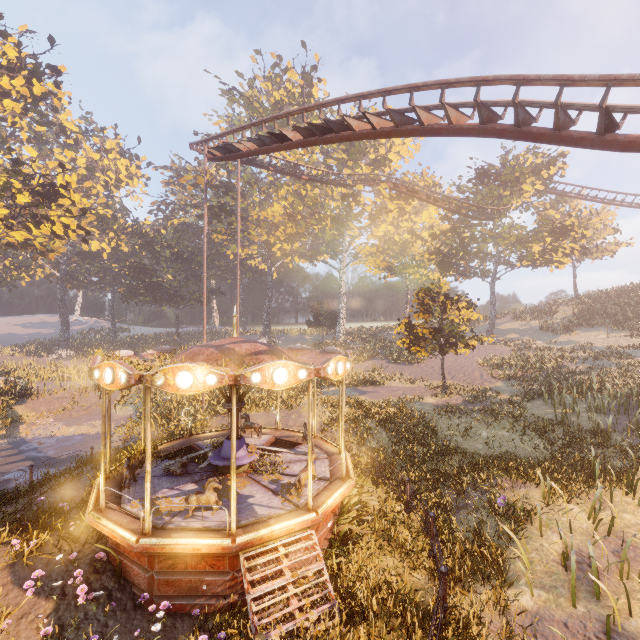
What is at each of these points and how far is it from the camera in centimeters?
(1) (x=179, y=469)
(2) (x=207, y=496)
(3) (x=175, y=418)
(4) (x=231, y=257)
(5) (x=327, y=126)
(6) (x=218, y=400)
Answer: A:
(1) horse, 998cm
(2) horse, 770cm
(3) instancedfoliageactor, 1797cm
(4) instancedfoliageactor, 5625cm
(5) roller coaster, 1283cm
(6) instancedfoliageactor, 1966cm

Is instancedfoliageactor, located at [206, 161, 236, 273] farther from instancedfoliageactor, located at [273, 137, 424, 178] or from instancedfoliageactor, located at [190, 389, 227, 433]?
instancedfoliageactor, located at [190, 389, 227, 433]

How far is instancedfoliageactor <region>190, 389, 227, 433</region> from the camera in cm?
1733

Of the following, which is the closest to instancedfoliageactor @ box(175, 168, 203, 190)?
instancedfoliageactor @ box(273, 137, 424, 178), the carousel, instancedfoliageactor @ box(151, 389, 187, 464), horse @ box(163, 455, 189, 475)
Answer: the carousel

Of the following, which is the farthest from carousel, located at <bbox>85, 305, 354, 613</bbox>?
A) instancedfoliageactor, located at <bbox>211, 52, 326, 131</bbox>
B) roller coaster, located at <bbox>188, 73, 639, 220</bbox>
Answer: roller coaster, located at <bbox>188, 73, 639, 220</bbox>

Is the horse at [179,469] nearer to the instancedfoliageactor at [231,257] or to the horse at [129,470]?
the horse at [129,470]

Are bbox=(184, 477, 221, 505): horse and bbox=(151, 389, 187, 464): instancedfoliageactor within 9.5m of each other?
no

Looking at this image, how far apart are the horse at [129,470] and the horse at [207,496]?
2.2 meters
